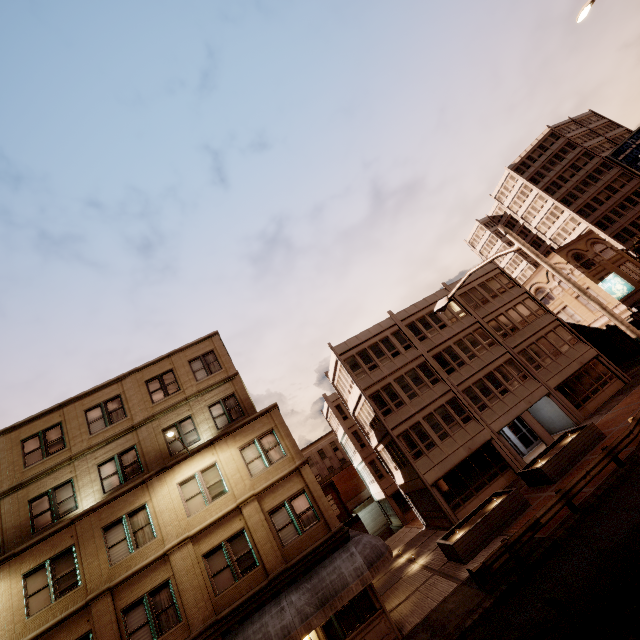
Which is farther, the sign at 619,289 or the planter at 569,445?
the sign at 619,289

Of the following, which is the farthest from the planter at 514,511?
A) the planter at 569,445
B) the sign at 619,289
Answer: the sign at 619,289

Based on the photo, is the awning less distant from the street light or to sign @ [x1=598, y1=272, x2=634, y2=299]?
the street light

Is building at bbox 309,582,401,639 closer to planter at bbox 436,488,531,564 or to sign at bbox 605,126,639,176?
planter at bbox 436,488,531,564

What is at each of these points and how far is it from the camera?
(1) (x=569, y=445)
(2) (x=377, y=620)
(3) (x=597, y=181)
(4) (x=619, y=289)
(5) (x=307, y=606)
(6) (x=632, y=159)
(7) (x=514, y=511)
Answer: (1) planter, 19.23m
(2) building, 13.90m
(3) building, 59.09m
(4) sign, 31.91m
(5) awning, 13.02m
(6) sign, 56.38m
(7) planter, 17.31m

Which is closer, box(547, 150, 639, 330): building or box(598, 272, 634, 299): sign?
box(598, 272, 634, 299): sign

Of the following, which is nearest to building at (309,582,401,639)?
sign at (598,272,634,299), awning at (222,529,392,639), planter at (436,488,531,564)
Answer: awning at (222,529,392,639)

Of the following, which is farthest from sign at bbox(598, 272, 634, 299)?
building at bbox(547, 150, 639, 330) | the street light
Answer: building at bbox(547, 150, 639, 330)
